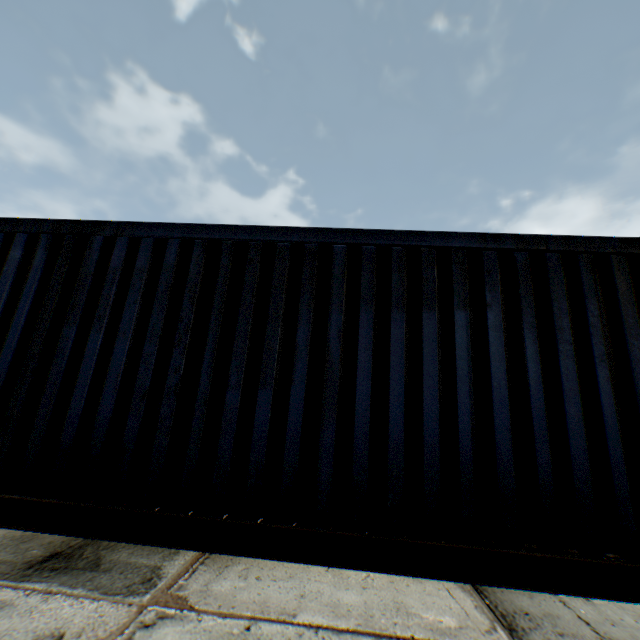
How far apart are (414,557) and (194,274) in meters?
3.2 m
